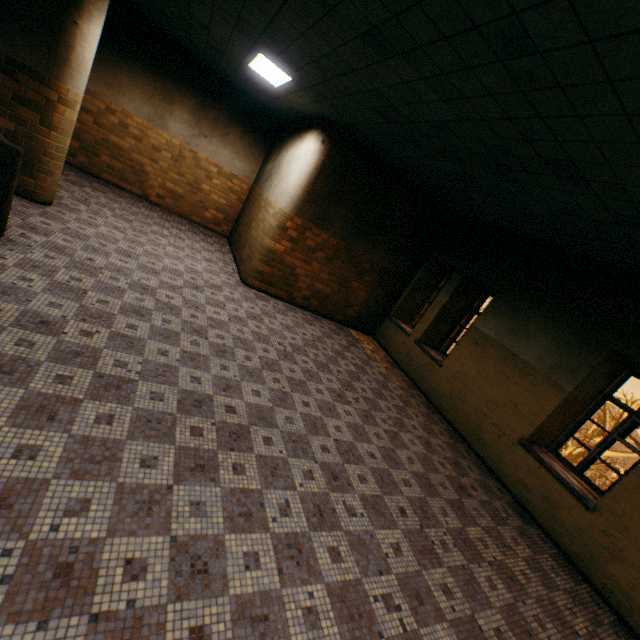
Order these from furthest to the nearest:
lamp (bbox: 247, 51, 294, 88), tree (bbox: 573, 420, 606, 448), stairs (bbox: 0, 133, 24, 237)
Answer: tree (bbox: 573, 420, 606, 448), lamp (bbox: 247, 51, 294, 88), stairs (bbox: 0, 133, 24, 237)

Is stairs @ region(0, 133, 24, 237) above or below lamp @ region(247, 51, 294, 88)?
below

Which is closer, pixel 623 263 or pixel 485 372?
pixel 623 263

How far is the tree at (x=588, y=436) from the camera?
21.7 meters

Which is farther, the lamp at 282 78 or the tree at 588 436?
the tree at 588 436

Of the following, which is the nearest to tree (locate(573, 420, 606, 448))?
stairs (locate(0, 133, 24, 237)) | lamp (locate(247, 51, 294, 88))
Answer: lamp (locate(247, 51, 294, 88))
